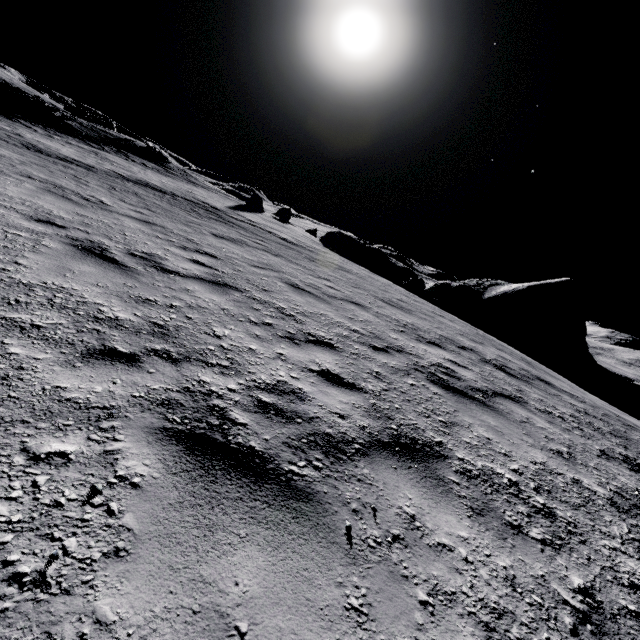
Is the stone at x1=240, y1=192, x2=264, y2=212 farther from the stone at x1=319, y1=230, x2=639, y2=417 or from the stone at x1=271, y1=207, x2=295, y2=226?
the stone at x1=319, y1=230, x2=639, y2=417

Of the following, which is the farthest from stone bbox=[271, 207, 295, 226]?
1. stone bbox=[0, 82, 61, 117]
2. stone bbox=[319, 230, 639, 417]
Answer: stone bbox=[0, 82, 61, 117]

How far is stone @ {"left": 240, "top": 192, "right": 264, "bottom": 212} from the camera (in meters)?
25.76

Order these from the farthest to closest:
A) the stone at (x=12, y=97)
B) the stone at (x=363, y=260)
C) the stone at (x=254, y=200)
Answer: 1. the stone at (x=254, y=200)
2. the stone at (x=12, y=97)
3. the stone at (x=363, y=260)

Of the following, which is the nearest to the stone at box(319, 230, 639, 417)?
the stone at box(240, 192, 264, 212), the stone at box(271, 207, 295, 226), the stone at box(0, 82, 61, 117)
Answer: the stone at box(271, 207, 295, 226)

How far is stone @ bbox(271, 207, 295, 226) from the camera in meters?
30.7

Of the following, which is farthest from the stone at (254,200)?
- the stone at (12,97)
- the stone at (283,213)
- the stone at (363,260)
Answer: the stone at (12,97)

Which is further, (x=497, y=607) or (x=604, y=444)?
(x=604, y=444)
